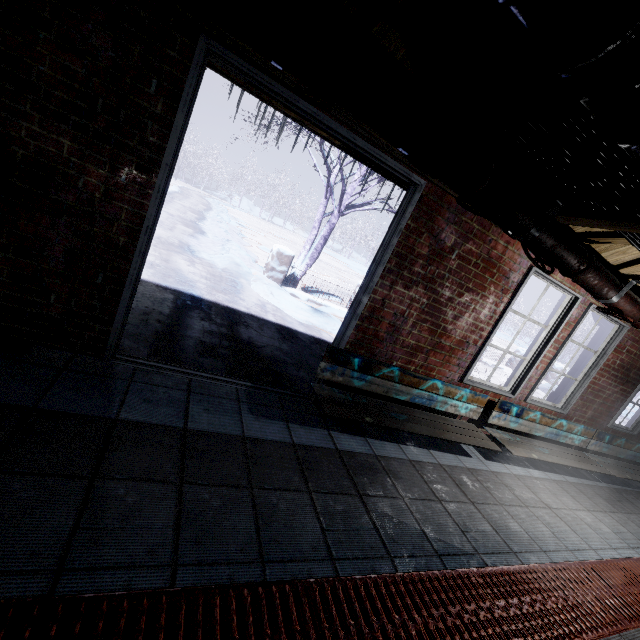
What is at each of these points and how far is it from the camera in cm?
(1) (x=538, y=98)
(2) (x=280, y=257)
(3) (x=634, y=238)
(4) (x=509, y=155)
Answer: (1) wire, 109
(2) fence, 679
(3) wire, 179
(4) beam, 181

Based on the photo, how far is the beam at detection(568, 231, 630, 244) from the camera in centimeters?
227cm

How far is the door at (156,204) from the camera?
1.7 meters

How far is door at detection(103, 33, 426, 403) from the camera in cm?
174

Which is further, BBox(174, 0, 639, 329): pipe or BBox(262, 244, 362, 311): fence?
BBox(262, 244, 362, 311): fence

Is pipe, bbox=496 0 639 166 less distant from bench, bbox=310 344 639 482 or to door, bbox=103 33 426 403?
door, bbox=103 33 426 403

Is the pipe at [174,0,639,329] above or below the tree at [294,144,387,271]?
above

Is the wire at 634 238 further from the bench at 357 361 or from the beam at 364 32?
the bench at 357 361
